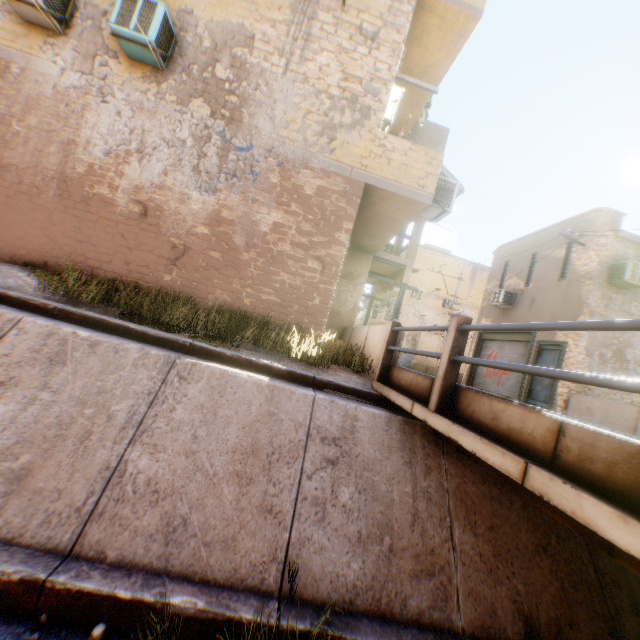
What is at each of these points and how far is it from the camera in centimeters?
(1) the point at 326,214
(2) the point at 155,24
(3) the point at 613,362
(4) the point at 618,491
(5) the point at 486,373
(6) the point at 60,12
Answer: (1) building, 711cm
(2) air conditioner, 612cm
(3) building, 1249cm
(4) bridge, 189cm
(5) rolling overhead door, 1753cm
(6) air conditioner, 638cm

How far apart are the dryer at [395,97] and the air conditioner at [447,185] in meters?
1.4 m

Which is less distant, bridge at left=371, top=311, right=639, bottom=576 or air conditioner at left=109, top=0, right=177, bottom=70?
bridge at left=371, top=311, right=639, bottom=576

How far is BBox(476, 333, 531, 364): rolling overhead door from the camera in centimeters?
1532cm

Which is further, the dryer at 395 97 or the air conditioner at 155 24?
the dryer at 395 97

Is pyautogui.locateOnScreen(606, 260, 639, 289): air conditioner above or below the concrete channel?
above

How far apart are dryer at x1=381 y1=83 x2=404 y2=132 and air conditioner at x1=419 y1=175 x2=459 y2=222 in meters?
1.4

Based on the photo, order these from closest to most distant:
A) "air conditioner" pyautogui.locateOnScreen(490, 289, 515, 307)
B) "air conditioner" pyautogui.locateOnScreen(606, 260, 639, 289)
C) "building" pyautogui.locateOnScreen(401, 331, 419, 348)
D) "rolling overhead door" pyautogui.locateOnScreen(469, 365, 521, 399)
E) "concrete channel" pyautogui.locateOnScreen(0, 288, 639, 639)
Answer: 1. "concrete channel" pyautogui.locateOnScreen(0, 288, 639, 639)
2. "air conditioner" pyautogui.locateOnScreen(606, 260, 639, 289)
3. "rolling overhead door" pyautogui.locateOnScreen(469, 365, 521, 399)
4. "air conditioner" pyautogui.locateOnScreen(490, 289, 515, 307)
5. "building" pyautogui.locateOnScreen(401, 331, 419, 348)
